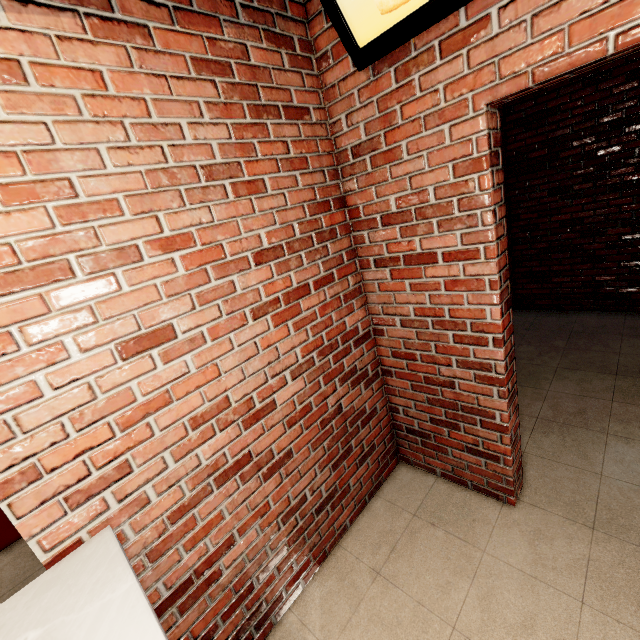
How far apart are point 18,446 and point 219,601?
1.1m
